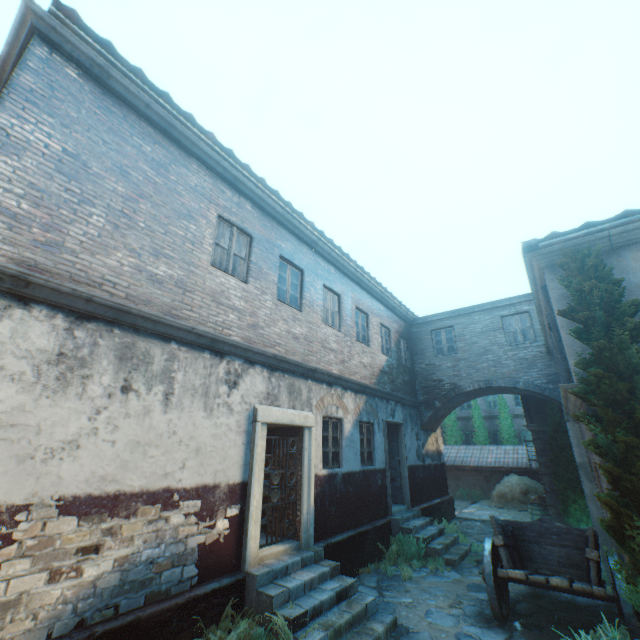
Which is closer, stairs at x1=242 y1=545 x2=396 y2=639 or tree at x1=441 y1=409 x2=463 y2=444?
Answer: stairs at x1=242 y1=545 x2=396 y2=639

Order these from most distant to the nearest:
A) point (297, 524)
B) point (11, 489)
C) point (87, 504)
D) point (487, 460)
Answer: point (487, 460), point (297, 524), point (87, 504), point (11, 489)

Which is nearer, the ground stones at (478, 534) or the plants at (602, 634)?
the plants at (602, 634)

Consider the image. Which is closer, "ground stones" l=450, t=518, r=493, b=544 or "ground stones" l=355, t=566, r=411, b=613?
"ground stones" l=355, t=566, r=411, b=613

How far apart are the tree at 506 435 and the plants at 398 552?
16.92m

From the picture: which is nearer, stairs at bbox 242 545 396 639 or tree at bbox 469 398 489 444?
stairs at bbox 242 545 396 639

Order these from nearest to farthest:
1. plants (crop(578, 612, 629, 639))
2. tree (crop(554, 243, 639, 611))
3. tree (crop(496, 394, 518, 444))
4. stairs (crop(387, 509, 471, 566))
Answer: tree (crop(554, 243, 639, 611)), plants (crop(578, 612, 629, 639)), stairs (crop(387, 509, 471, 566)), tree (crop(496, 394, 518, 444))

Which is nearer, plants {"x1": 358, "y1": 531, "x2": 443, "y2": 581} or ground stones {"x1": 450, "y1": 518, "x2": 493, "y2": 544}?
plants {"x1": 358, "y1": 531, "x2": 443, "y2": 581}
